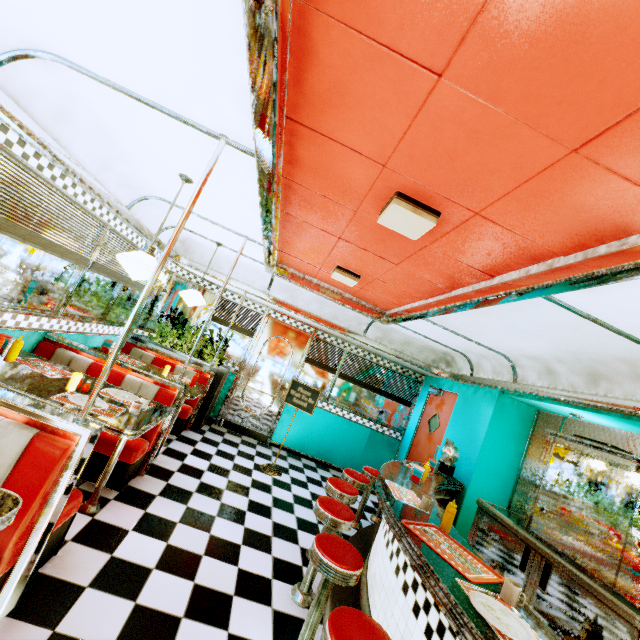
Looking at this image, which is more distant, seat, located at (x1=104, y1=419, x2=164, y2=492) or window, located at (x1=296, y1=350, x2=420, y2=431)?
window, located at (x1=296, y1=350, x2=420, y2=431)

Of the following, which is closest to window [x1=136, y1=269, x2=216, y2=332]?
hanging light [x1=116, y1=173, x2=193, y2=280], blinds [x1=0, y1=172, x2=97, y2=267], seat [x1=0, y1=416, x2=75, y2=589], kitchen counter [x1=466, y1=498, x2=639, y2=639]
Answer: blinds [x1=0, y1=172, x2=97, y2=267]

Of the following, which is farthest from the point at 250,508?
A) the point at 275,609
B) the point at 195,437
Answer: the point at 195,437

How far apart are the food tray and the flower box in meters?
4.4

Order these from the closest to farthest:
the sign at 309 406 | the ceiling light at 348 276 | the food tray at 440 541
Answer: the food tray at 440 541 < the ceiling light at 348 276 < the sign at 309 406

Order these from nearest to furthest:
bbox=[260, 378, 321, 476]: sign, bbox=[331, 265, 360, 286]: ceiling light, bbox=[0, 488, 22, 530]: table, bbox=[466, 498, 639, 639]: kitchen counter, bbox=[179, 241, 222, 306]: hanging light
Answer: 1. bbox=[0, 488, 22, 530]: table
2. bbox=[466, 498, 639, 639]: kitchen counter
3. bbox=[331, 265, 360, 286]: ceiling light
4. bbox=[179, 241, 222, 306]: hanging light
5. bbox=[260, 378, 321, 476]: sign

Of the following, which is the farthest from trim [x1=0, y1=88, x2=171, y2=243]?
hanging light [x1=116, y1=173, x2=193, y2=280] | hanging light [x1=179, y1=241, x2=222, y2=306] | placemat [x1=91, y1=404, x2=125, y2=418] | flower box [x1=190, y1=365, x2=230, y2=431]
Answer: placemat [x1=91, y1=404, x2=125, y2=418]

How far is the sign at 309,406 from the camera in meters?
5.4
